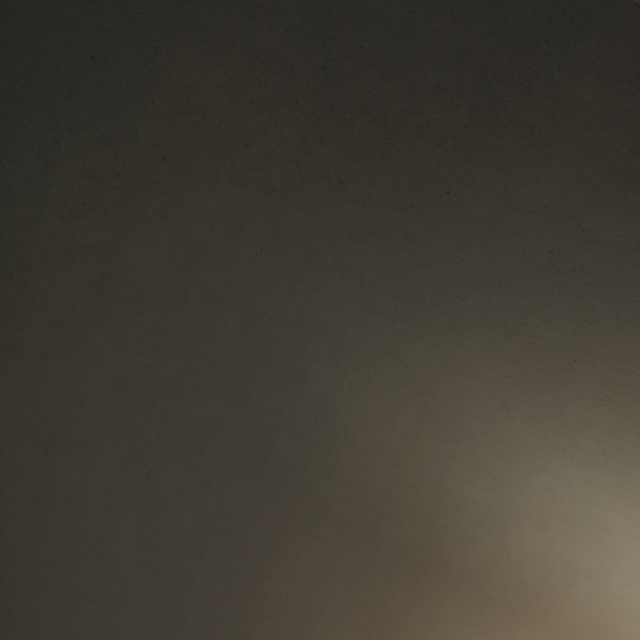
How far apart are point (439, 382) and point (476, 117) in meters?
0.5
